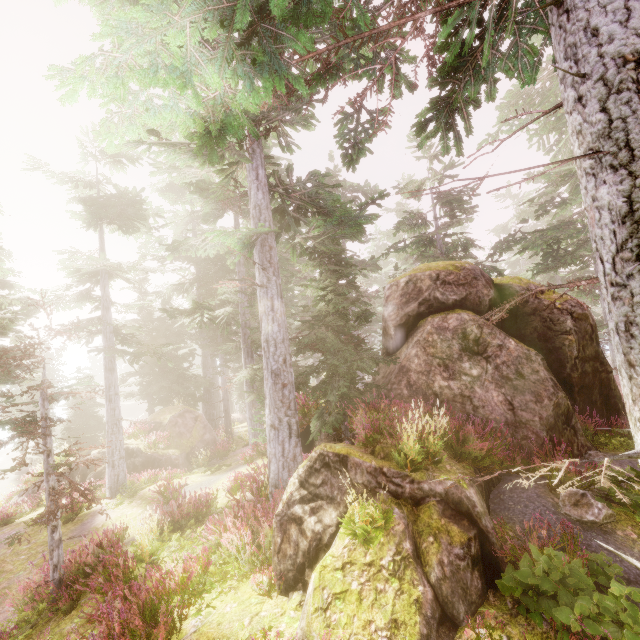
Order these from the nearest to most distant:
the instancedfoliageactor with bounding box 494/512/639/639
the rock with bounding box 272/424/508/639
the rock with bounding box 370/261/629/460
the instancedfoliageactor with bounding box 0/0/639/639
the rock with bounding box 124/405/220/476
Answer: the instancedfoliageactor with bounding box 0/0/639/639 → the instancedfoliageactor with bounding box 494/512/639/639 → the rock with bounding box 272/424/508/639 → the rock with bounding box 370/261/629/460 → the rock with bounding box 124/405/220/476

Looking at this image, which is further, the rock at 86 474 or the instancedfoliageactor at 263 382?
the rock at 86 474

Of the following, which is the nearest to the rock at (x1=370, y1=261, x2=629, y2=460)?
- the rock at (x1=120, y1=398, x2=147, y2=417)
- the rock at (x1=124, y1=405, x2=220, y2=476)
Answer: the rock at (x1=124, y1=405, x2=220, y2=476)

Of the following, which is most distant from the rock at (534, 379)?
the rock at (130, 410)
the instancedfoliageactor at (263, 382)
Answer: the rock at (130, 410)

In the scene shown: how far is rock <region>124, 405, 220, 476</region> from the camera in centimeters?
1862cm

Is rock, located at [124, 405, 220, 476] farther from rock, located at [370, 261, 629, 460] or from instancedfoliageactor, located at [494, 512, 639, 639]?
rock, located at [370, 261, 629, 460]

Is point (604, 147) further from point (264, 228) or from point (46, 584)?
point (46, 584)

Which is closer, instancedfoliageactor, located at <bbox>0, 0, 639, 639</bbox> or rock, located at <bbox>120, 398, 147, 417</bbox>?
instancedfoliageactor, located at <bbox>0, 0, 639, 639</bbox>
